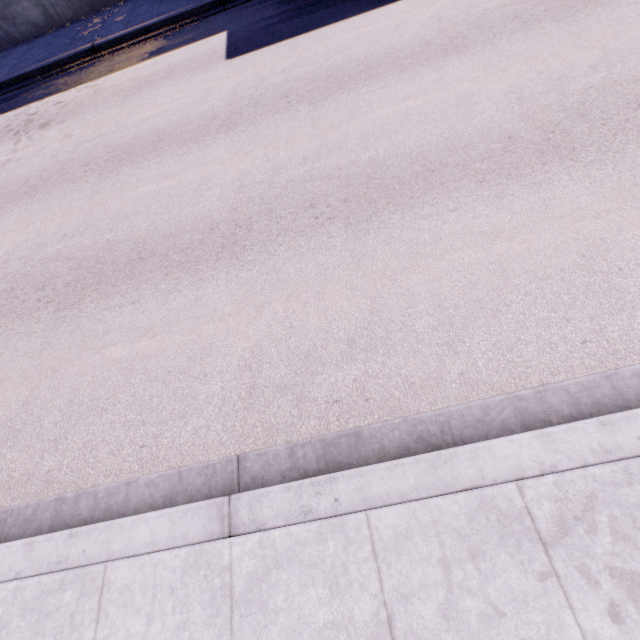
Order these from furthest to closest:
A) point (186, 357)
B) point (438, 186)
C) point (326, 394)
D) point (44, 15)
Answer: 1. point (44, 15)
2. point (438, 186)
3. point (186, 357)
4. point (326, 394)
